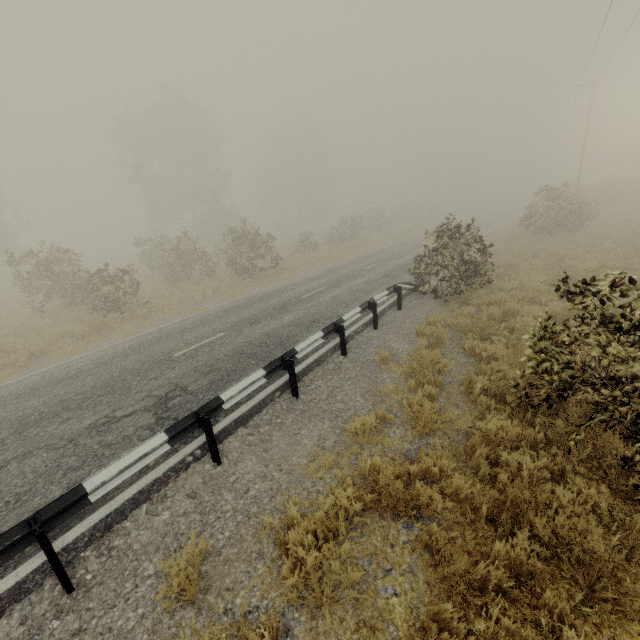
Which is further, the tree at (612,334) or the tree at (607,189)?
the tree at (607,189)

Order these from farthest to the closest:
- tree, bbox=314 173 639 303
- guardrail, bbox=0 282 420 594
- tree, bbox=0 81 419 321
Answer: tree, bbox=0 81 419 321
tree, bbox=314 173 639 303
guardrail, bbox=0 282 420 594

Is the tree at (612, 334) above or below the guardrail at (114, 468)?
above

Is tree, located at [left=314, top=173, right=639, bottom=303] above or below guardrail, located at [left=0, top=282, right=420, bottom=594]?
above

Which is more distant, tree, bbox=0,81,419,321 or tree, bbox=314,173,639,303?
tree, bbox=0,81,419,321

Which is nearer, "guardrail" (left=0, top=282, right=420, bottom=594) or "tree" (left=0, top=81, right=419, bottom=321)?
"guardrail" (left=0, top=282, right=420, bottom=594)

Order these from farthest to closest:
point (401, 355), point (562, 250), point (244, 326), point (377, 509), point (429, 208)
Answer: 1. point (429, 208)
2. point (562, 250)
3. point (244, 326)
4. point (401, 355)
5. point (377, 509)
